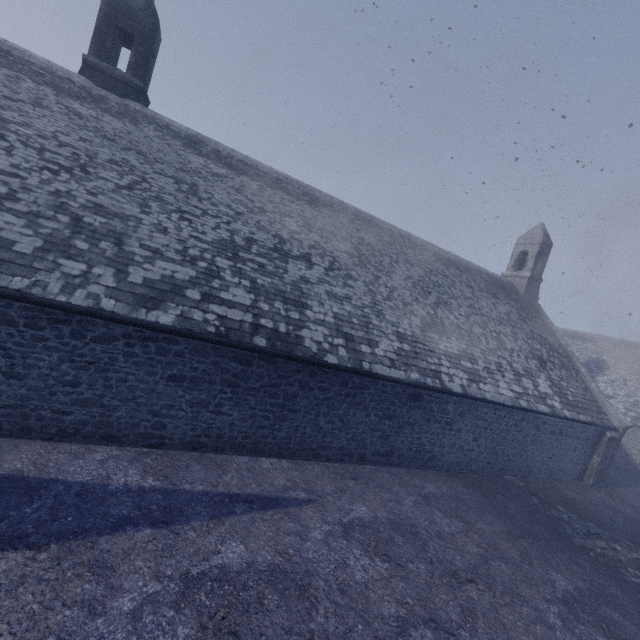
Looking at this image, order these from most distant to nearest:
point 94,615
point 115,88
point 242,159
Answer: point 242,159 → point 115,88 → point 94,615
